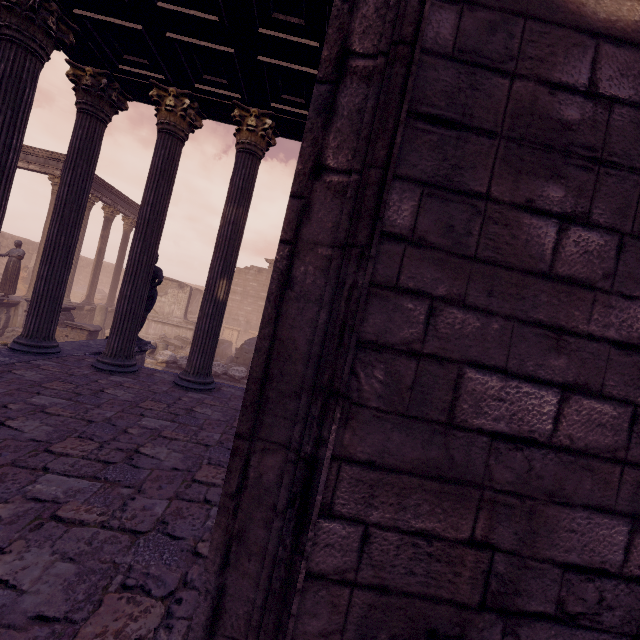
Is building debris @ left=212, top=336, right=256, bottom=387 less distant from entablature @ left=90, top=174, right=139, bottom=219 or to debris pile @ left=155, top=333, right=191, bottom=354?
debris pile @ left=155, top=333, right=191, bottom=354

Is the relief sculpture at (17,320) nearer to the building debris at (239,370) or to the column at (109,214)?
the building debris at (239,370)

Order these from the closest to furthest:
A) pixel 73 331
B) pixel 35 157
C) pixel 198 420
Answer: pixel 198 420
pixel 73 331
pixel 35 157

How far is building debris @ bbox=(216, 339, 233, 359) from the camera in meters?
18.1

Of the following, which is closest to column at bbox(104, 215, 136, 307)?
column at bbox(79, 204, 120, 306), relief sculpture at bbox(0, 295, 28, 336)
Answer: column at bbox(79, 204, 120, 306)

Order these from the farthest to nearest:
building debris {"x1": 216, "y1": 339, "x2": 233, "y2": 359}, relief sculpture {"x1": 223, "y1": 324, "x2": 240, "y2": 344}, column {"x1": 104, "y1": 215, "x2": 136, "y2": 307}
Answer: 1. relief sculpture {"x1": 223, "y1": 324, "x2": 240, "y2": 344}
2. column {"x1": 104, "y1": 215, "x2": 136, "y2": 307}
3. building debris {"x1": 216, "y1": 339, "x2": 233, "y2": 359}

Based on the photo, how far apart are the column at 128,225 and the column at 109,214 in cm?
108

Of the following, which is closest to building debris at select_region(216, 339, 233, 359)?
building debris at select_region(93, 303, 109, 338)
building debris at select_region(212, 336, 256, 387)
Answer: building debris at select_region(212, 336, 256, 387)
